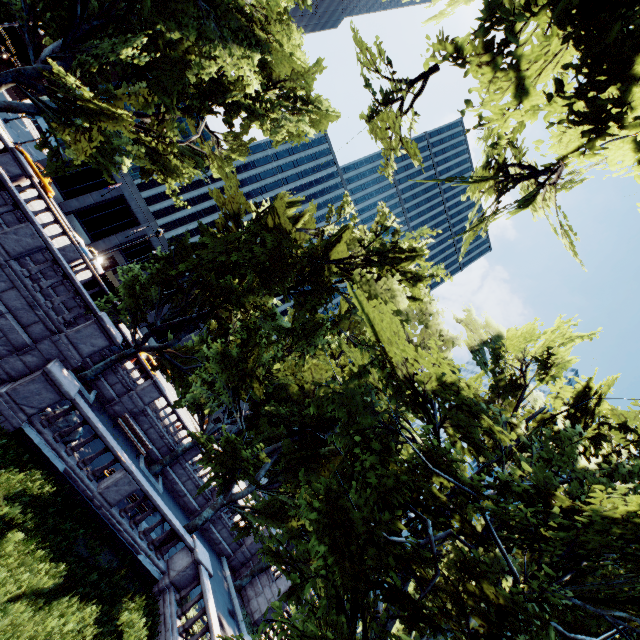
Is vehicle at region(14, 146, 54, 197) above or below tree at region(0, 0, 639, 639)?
below

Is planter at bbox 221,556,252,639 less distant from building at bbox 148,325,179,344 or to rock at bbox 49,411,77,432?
rock at bbox 49,411,77,432

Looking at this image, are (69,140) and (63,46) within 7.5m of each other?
yes

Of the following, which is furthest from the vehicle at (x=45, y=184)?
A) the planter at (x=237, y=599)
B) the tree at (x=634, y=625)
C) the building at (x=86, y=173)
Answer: the planter at (x=237, y=599)

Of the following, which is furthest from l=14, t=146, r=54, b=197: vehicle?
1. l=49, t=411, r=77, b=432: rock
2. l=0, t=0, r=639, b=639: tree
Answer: l=49, t=411, r=77, b=432: rock

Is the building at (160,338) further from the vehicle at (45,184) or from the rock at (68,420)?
the rock at (68,420)

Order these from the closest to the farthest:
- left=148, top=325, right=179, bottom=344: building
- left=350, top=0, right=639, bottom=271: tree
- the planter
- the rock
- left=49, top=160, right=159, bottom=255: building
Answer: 1. left=350, top=0, right=639, bottom=271: tree
2. the rock
3. the planter
4. left=49, top=160, right=159, bottom=255: building
5. left=148, top=325, right=179, bottom=344: building

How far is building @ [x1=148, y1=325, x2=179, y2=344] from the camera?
50.5m
